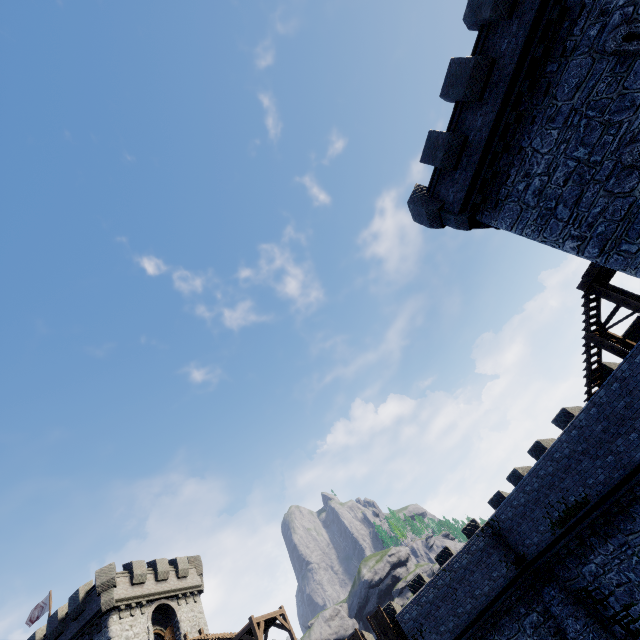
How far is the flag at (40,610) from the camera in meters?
30.3

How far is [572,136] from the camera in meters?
11.0 m

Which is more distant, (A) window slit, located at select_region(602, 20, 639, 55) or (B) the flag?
(B) the flag

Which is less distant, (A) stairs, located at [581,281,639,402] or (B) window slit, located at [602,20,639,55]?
(B) window slit, located at [602,20,639,55]

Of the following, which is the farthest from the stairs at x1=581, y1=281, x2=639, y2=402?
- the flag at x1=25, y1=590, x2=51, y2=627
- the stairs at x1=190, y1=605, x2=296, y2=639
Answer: the flag at x1=25, y1=590, x2=51, y2=627

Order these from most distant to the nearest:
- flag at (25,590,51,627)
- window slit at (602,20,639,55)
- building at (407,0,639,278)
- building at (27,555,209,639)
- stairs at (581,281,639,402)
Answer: flag at (25,590,51,627)
building at (27,555,209,639)
stairs at (581,281,639,402)
building at (407,0,639,278)
window slit at (602,20,639,55)

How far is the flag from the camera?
30.3 meters

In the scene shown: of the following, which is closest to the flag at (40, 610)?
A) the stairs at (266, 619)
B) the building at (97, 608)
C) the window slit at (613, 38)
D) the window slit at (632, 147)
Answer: the building at (97, 608)
